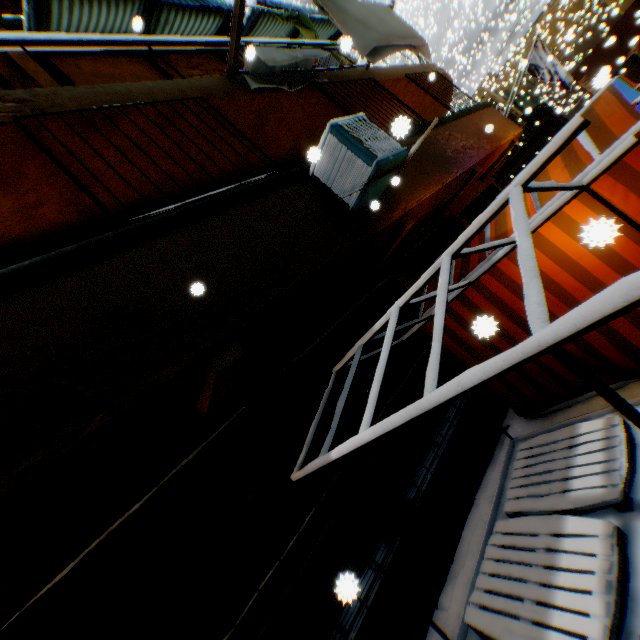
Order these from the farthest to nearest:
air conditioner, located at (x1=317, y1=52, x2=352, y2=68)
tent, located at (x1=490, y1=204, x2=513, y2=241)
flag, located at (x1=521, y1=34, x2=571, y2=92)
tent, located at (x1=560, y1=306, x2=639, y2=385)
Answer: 1. flag, located at (x1=521, y1=34, x2=571, y2=92)
2. air conditioner, located at (x1=317, y1=52, x2=352, y2=68)
3. tent, located at (x1=490, y1=204, x2=513, y2=241)
4. tent, located at (x1=560, y1=306, x2=639, y2=385)

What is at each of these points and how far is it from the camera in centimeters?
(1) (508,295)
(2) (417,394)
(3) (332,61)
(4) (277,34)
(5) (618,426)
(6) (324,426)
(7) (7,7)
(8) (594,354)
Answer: (1) tent, 396cm
(2) building, 522cm
(3) air conditioner, 968cm
(4) building, 920cm
(5) wooden pallet, 316cm
(6) building, 416cm
(7) wooden shield, 623cm
(8) tent, 371cm

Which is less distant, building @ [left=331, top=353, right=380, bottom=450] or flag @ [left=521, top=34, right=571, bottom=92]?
building @ [left=331, top=353, right=380, bottom=450]

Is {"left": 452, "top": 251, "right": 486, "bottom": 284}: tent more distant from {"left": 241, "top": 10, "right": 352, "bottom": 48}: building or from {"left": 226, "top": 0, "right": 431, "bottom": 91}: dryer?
{"left": 226, "top": 0, "right": 431, "bottom": 91}: dryer

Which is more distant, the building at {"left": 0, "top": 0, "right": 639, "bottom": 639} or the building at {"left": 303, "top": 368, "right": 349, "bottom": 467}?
the building at {"left": 303, "top": 368, "right": 349, "bottom": 467}

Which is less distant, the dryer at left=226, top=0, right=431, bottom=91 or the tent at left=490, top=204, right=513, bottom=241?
the tent at left=490, top=204, right=513, bottom=241

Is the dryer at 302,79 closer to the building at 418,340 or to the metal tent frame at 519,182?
the building at 418,340

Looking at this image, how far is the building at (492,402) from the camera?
5.22m
